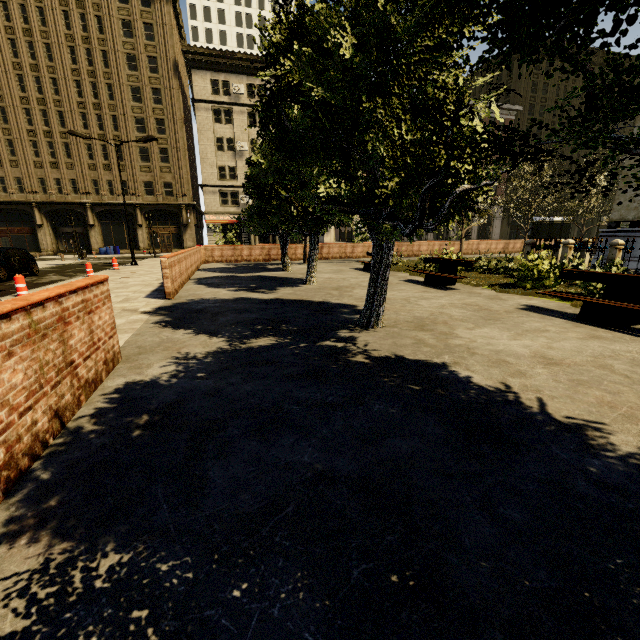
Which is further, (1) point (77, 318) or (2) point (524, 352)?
(2) point (524, 352)

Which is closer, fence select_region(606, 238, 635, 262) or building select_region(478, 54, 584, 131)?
fence select_region(606, 238, 635, 262)

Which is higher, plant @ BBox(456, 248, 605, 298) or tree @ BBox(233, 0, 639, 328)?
tree @ BBox(233, 0, 639, 328)

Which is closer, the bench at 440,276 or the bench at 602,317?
the bench at 602,317

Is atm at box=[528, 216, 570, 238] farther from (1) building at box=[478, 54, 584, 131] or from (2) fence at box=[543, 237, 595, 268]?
(1) building at box=[478, 54, 584, 131]

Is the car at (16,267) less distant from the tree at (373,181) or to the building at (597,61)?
the building at (597,61)

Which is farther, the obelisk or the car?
the car

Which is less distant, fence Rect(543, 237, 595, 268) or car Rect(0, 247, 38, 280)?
fence Rect(543, 237, 595, 268)
